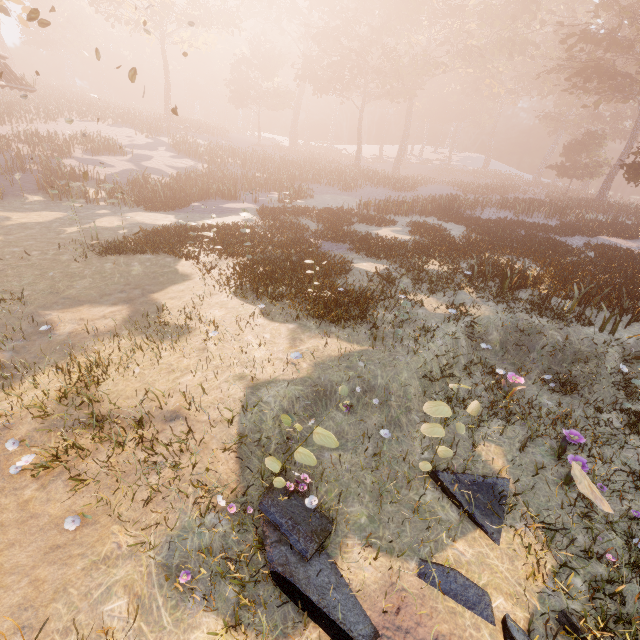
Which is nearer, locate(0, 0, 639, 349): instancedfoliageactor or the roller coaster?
locate(0, 0, 639, 349): instancedfoliageactor

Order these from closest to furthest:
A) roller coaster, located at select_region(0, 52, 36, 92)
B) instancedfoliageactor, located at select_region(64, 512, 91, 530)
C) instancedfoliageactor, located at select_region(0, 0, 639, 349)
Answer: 1. instancedfoliageactor, located at select_region(64, 512, 91, 530)
2. instancedfoliageactor, located at select_region(0, 0, 639, 349)
3. roller coaster, located at select_region(0, 52, 36, 92)

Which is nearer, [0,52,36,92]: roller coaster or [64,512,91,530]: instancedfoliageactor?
[64,512,91,530]: instancedfoliageactor

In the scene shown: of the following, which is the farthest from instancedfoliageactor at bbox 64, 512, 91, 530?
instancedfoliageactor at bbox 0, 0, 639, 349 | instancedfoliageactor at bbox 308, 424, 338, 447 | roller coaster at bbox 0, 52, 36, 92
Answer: roller coaster at bbox 0, 52, 36, 92

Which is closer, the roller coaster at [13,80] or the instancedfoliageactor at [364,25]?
the instancedfoliageactor at [364,25]

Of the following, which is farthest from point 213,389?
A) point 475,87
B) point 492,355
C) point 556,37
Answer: point 475,87

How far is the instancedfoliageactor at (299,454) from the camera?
4.84m

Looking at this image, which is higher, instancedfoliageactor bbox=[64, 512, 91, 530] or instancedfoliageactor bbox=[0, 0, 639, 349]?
instancedfoliageactor bbox=[0, 0, 639, 349]
